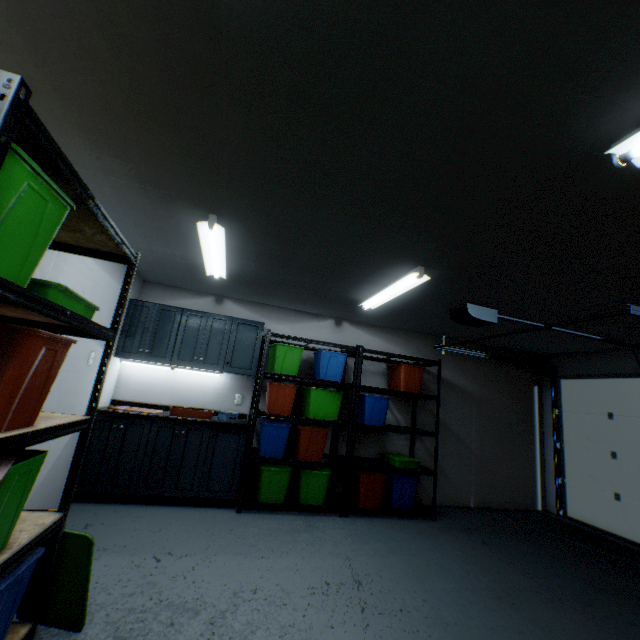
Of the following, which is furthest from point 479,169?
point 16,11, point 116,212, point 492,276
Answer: point 116,212

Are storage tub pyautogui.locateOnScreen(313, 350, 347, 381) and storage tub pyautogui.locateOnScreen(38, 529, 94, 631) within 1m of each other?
no

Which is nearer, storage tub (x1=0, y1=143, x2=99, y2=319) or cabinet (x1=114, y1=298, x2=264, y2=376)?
storage tub (x1=0, y1=143, x2=99, y2=319)

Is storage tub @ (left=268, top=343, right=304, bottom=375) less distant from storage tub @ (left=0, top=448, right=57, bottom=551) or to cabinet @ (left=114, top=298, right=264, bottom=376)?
cabinet @ (left=114, top=298, right=264, bottom=376)

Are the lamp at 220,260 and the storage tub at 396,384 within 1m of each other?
no

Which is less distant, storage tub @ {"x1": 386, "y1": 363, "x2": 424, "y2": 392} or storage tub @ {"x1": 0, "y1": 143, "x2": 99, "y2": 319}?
storage tub @ {"x1": 0, "y1": 143, "x2": 99, "y2": 319}

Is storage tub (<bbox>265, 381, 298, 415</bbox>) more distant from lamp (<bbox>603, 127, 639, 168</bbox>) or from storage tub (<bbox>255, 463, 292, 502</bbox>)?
lamp (<bbox>603, 127, 639, 168</bbox>)

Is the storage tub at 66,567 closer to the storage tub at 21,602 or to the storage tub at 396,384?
the storage tub at 21,602
